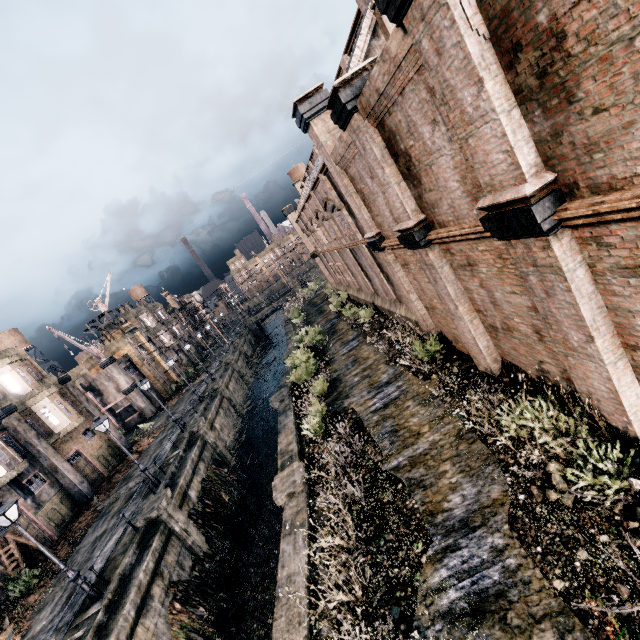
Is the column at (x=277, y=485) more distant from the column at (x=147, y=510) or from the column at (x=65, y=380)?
the column at (x=65, y=380)

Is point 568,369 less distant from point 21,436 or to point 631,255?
point 631,255

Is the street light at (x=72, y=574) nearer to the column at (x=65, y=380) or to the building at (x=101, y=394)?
the column at (x=65, y=380)

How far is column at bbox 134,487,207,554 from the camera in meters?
16.8 m

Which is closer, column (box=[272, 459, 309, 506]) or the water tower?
column (box=[272, 459, 309, 506])

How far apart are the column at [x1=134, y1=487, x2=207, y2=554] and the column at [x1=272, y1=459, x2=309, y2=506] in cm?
762

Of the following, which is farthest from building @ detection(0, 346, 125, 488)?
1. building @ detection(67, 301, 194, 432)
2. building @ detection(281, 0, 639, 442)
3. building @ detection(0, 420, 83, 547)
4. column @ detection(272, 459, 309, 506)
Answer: building @ detection(281, 0, 639, 442)

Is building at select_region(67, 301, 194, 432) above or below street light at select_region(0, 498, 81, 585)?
above
